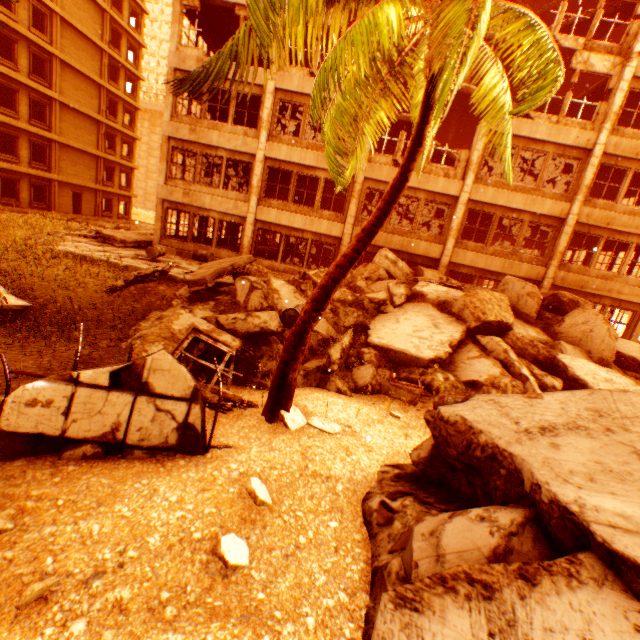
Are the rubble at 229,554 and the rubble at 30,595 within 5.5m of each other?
Answer: yes

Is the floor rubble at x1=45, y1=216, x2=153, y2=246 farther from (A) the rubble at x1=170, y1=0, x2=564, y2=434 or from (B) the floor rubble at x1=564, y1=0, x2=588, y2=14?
(B) the floor rubble at x1=564, y1=0, x2=588, y2=14

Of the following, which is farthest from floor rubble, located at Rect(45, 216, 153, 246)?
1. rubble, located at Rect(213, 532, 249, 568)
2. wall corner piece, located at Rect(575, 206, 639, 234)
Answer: wall corner piece, located at Rect(575, 206, 639, 234)

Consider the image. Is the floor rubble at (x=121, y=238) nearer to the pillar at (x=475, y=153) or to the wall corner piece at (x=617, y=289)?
the pillar at (x=475, y=153)

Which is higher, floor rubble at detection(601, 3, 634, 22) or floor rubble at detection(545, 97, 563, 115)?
floor rubble at detection(601, 3, 634, 22)

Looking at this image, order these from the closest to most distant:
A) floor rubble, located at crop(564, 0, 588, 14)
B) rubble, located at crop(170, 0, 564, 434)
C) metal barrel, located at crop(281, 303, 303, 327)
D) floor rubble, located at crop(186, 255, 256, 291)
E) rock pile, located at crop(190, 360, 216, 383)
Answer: rubble, located at crop(170, 0, 564, 434) → rock pile, located at crop(190, 360, 216, 383) → metal barrel, located at crop(281, 303, 303, 327) → floor rubble, located at crop(186, 255, 256, 291) → floor rubble, located at crop(564, 0, 588, 14)

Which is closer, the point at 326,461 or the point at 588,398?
the point at 588,398

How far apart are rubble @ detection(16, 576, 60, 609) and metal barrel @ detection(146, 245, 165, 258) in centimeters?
1363cm
